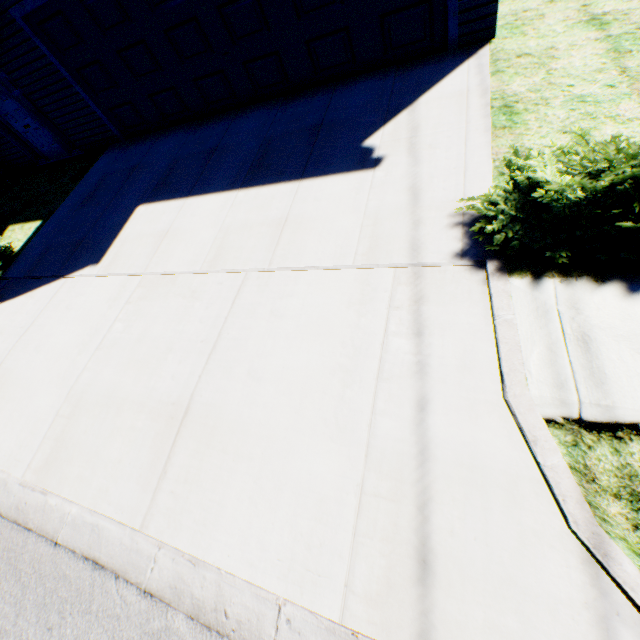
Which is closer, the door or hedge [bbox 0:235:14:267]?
hedge [bbox 0:235:14:267]

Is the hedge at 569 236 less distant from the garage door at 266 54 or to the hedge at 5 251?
the garage door at 266 54

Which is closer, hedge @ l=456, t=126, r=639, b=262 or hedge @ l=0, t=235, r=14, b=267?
hedge @ l=456, t=126, r=639, b=262

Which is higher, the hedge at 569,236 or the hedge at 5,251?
the hedge at 569,236

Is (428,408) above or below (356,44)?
below

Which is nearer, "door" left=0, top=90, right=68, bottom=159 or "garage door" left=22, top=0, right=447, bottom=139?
"garage door" left=22, top=0, right=447, bottom=139

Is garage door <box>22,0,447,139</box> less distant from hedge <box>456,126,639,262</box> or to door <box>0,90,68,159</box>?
door <box>0,90,68,159</box>

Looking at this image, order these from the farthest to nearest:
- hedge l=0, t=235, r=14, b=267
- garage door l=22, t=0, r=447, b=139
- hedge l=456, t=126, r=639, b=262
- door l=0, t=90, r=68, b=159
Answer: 1. door l=0, t=90, r=68, b=159
2. hedge l=0, t=235, r=14, b=267
3. garage door l=22, t=0, r=447, b=139
4. hedge l=456, t=126, r=639, b=262
